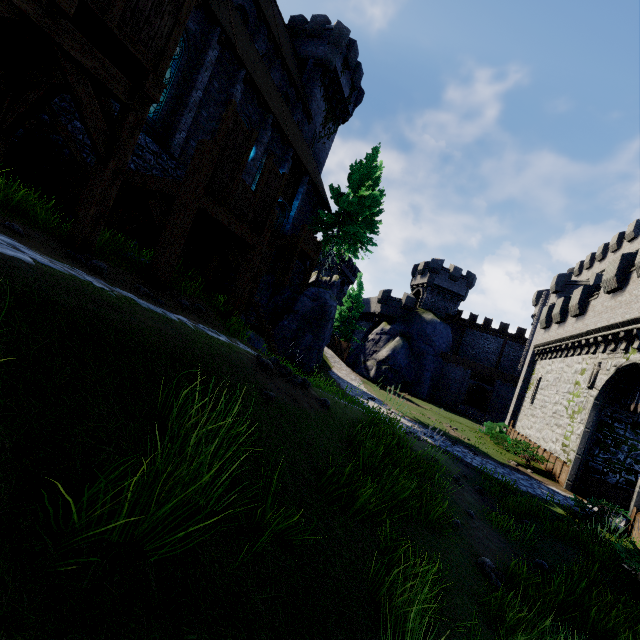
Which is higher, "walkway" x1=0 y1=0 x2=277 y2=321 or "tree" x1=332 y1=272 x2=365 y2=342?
"tree" x1=332 y1=272 x2=365 y2=342

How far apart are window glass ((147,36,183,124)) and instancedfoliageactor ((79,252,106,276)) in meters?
10.4 m

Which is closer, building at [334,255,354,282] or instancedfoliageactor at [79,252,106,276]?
instancedfoliageactor at [79,252,106,276]

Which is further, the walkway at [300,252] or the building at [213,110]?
the walkway at [300,252]

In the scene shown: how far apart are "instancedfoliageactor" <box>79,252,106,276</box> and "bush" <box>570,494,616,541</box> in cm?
1384

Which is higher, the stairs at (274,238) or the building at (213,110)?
the building at (213,110)

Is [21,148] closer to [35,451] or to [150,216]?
[150,216]

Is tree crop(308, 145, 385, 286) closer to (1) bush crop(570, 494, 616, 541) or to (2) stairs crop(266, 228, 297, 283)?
(2) stairs crop(266, 228, 297, 283)
